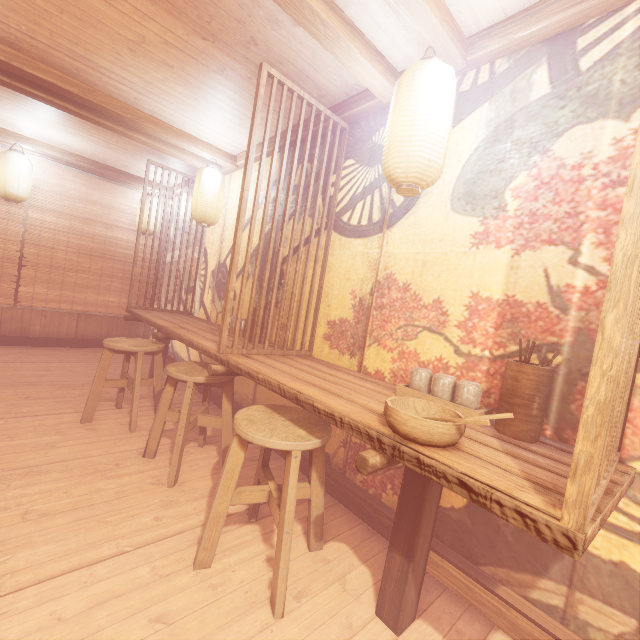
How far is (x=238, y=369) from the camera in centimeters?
346cm

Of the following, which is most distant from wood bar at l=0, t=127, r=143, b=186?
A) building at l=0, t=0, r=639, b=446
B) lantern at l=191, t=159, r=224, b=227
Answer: lantern at l=191, t=159, r=224, b=227

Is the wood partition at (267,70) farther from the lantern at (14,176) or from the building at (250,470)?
the lantern at (14,176)

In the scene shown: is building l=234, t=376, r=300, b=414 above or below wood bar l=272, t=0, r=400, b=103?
below

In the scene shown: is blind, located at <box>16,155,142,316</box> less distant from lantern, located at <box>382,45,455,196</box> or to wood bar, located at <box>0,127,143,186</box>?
wood bar, located at <box>0,127,143,186</box>

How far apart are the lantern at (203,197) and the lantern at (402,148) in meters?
4.3 m

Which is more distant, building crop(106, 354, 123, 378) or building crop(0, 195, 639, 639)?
building crop(106, 354, 123, 378)
